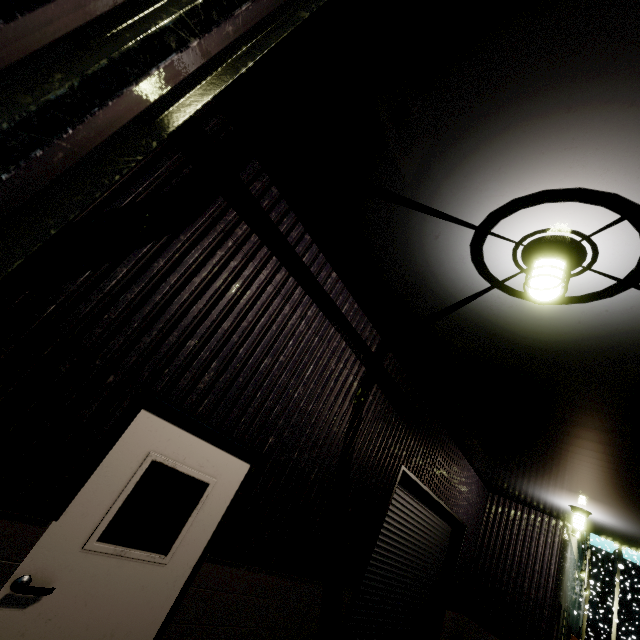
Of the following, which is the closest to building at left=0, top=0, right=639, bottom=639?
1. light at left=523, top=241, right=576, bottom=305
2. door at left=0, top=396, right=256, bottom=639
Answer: door at left=0, top=396, right=256, bottom=639

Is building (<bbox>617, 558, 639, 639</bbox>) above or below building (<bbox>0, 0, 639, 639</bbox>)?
above

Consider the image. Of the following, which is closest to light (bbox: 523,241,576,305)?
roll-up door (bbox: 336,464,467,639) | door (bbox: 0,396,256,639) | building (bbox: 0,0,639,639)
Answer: building (bbox: 0,0,639,639)

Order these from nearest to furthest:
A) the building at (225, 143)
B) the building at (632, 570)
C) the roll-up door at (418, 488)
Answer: the building at (225, 143) < the roll-up door at (418, 488) < the building at (632, 570)

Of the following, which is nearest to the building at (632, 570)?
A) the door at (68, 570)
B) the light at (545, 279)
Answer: the door at (68, 570)

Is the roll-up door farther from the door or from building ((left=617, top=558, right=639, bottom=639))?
the door

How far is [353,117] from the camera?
2.4 meters
